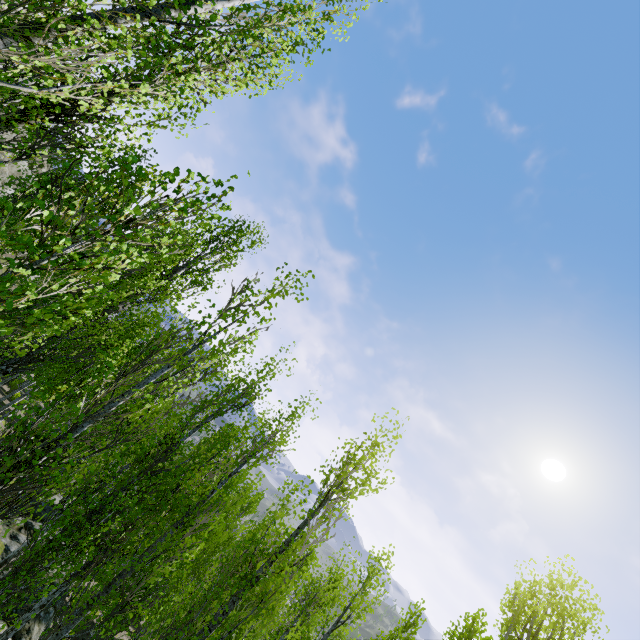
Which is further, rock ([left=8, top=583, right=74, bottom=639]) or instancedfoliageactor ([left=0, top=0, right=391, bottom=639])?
rock ([left=8, top=583, right=74, bottom=639])

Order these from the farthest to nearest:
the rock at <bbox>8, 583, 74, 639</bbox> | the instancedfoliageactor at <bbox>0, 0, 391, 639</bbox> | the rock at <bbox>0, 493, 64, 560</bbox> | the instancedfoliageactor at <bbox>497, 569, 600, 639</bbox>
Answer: the rock at <bbox>0, 493, 64, 560</bbox>
the rock at <bbox>8, 583, 74, 639</bbox>
the instancedfoliageactor at <bbox>497, 569, 600, 639</bbox>
the instancedfoliageactor at <bbox>0, 0, 391, 639</bbox>

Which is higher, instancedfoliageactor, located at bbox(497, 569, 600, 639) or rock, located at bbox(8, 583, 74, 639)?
instancedfoliageactor, located at bbox(497, 569, 600, 639)

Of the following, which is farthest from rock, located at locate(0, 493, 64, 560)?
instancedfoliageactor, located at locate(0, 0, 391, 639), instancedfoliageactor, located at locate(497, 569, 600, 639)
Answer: instancedfoliageactor, located at locate(497, 569, 600, 639)

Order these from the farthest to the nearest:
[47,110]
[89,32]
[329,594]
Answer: [329,594] → [47,110] → [89,32]

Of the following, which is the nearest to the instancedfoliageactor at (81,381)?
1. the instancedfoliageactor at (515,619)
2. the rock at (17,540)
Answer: the rock at (17,540)

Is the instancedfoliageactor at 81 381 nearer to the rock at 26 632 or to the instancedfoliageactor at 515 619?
the rock at 26 632

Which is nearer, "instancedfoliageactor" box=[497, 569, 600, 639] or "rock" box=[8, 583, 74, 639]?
"instancedfoliageactor" box=[497, 569, 600, 639]
